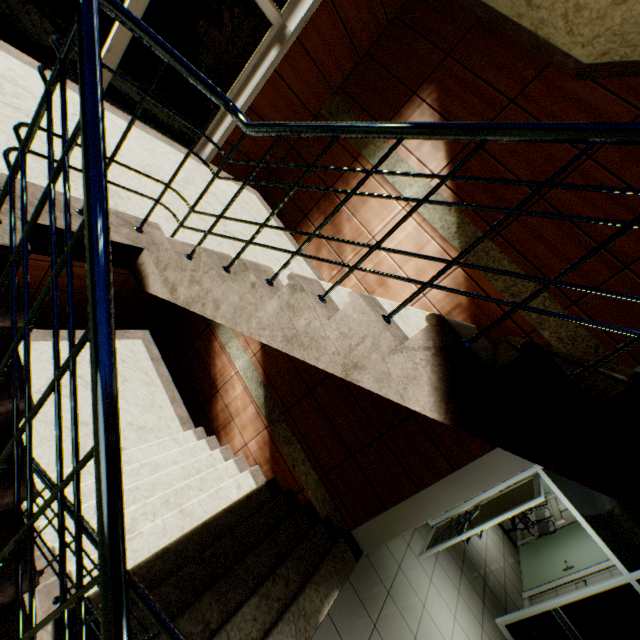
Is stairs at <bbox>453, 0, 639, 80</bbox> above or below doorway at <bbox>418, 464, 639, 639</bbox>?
above

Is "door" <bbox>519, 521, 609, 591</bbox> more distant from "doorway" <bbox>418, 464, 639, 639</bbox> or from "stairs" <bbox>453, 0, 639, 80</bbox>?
"stairs" <bbox>453, 0, 639, 80</bbox>

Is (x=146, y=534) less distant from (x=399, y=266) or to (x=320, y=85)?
(x=399, y=266)

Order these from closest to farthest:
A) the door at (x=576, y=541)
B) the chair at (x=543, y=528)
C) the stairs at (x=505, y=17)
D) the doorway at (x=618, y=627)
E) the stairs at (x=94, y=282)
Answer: the stairs at (x=94, y=282) < the stairs at (x=505, y=17) < the doorway at (x=618, y=627) < the door at (x=576, y=541) < the chair at (x=543, y=528)

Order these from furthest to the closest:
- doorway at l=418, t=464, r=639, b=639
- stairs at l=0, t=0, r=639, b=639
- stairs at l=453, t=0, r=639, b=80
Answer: doorway at l=418, t=464, r=639, b=639, stairs at l=453, t=0, r=639, b=80, stairs at l=0, t=0, r=639, b=639

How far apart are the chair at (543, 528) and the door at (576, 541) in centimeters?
4cm

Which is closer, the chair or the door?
the door

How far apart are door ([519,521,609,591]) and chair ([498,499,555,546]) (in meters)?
0.04
